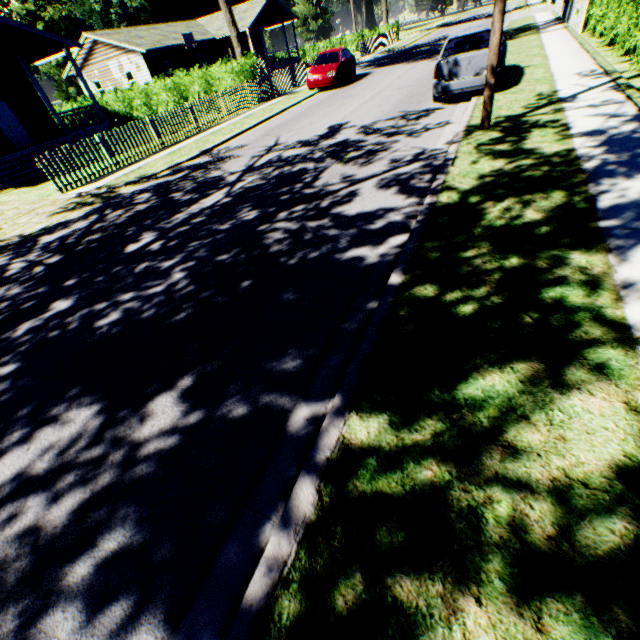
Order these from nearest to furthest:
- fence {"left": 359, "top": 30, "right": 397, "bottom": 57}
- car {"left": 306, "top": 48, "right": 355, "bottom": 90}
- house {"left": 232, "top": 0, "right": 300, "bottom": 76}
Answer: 1. car {"left": 306, "top": 48, "right": 355, "bottom": 90}
2. fence {"left": 359, "top": 30, "right": 397, "bottom": 57}
3. house {"left": 232, "top": 0, "right": 300, "bottom": 76}

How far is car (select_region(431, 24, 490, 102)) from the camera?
9.05m

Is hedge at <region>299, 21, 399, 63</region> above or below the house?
below

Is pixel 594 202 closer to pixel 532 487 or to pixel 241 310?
pixel 532 487

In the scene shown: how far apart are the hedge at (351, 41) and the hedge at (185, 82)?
30.58m

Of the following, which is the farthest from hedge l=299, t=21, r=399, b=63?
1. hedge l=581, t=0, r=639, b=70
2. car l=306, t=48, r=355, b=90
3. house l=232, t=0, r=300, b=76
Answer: hedge l=581, t=0, r=639, b=70

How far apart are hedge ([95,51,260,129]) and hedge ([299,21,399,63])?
30.58m

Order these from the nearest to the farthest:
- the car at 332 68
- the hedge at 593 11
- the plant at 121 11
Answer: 1. the hedge at 593 11
2. the car at 332 68
3. the plant at 121 11
